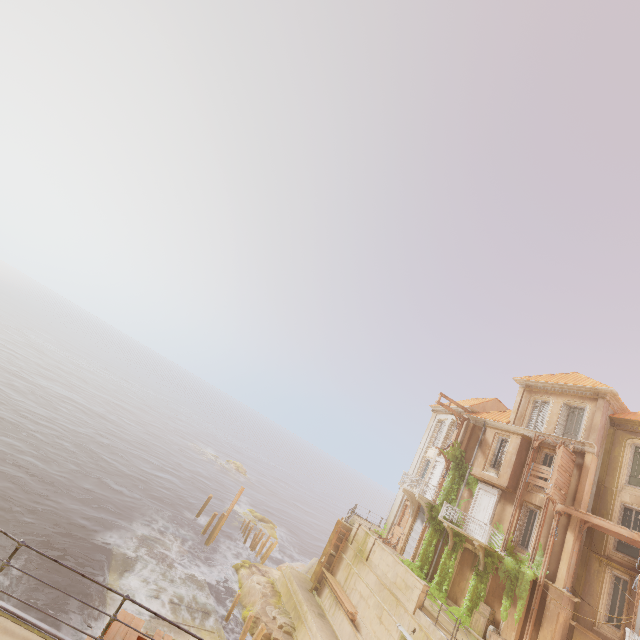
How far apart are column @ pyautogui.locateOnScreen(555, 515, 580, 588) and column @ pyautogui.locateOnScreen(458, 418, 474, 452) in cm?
787

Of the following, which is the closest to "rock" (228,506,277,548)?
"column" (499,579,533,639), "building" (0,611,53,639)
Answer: "column" (499,579,533,639)

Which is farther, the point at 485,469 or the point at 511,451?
the point at 485,469

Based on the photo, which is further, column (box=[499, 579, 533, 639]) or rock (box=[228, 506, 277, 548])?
rock (box=[228, 506, 277, 548])

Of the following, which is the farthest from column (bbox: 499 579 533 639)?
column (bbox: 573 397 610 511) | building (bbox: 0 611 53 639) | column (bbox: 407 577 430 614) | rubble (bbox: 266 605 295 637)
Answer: building (bbox: 0 611 53 639)

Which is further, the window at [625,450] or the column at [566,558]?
the window at [625,450]

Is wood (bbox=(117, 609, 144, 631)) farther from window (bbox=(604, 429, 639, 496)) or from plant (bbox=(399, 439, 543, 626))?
window (bbox=(604, 429, 639, 496))

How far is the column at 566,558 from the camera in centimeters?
1760cm
